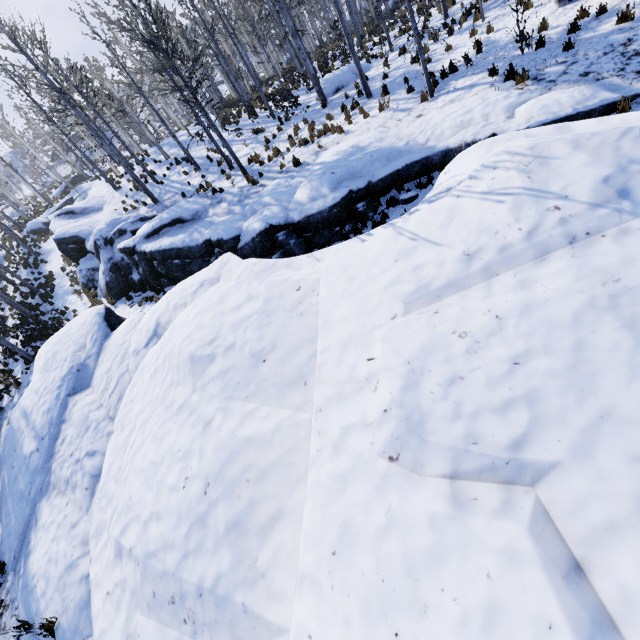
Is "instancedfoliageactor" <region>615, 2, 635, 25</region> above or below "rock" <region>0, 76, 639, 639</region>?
above

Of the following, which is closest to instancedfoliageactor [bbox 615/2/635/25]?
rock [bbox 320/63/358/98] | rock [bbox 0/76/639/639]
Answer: rock [bbox 0/76/639/639]

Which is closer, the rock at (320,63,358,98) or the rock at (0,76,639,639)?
the rock at (0,76,639,639)

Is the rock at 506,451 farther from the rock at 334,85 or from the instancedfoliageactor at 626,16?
the rock at 334,85

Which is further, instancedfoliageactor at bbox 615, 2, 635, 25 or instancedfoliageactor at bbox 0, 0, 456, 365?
instancedfoliageactor at bbox 0, 0, 456, 365

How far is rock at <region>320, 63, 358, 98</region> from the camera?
17.1 meters

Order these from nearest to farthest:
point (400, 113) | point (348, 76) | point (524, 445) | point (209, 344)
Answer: point (524, 445)
point (209, 344)
point (400, 113)
point (348, 76)
